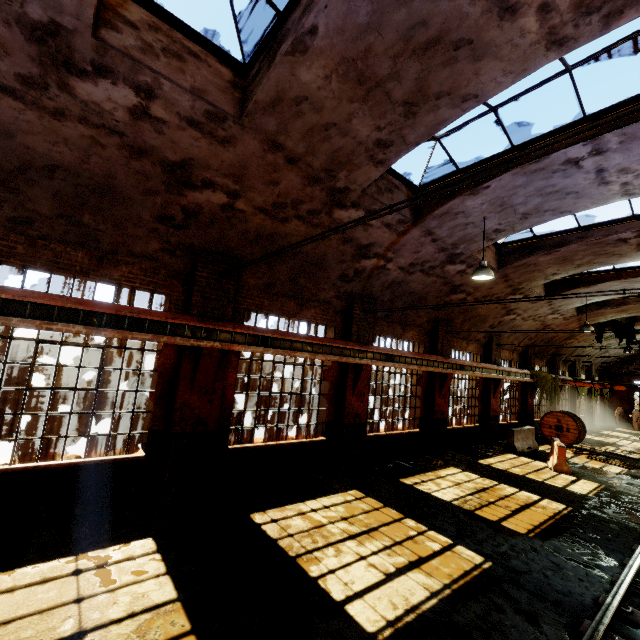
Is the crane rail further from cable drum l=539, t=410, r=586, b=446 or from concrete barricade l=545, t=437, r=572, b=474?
concrete barricade l=545, t=437, r=572, b=474

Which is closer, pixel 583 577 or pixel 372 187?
pixel 583 577

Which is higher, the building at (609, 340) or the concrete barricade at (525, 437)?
the building at (609, 340)

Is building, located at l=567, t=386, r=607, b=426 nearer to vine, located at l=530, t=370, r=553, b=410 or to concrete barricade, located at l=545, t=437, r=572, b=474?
vine, located at l=530, t=370, r=553, b=410

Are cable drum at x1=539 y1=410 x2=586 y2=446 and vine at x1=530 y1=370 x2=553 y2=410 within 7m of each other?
yes

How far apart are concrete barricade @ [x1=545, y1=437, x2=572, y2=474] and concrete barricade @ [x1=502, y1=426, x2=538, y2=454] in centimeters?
86cm

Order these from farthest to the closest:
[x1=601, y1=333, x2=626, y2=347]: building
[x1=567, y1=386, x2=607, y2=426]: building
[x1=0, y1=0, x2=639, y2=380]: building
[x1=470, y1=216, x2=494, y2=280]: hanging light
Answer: [x1=567, y1=386, x2=607, y2=426]: building
[x1=601, y1=333, x2=626, y2=347]: building
[x1=470, y1=216, x2=494, y2=280]: hanging light
[x1=0, y1=0, x2=639, y2=380]: building

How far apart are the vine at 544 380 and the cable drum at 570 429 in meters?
0.4
